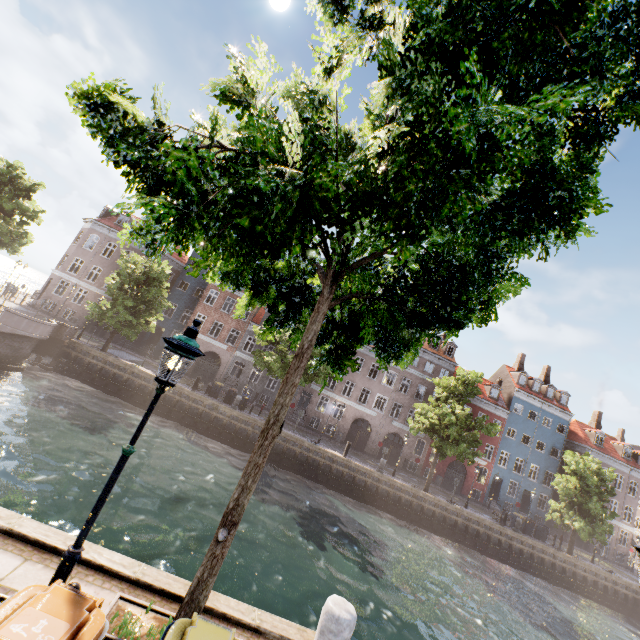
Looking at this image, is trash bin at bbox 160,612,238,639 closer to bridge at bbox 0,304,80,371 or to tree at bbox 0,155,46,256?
tree at bbox 0,155,46,256

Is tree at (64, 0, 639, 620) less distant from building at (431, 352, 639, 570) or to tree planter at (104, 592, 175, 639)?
tree planter at (104, 592, 175, 639)

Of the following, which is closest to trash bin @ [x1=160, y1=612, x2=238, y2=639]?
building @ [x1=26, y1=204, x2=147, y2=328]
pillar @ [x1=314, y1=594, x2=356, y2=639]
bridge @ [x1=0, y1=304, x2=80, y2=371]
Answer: pillar @ [x1=314, y1=594, x2=356, y2=639]

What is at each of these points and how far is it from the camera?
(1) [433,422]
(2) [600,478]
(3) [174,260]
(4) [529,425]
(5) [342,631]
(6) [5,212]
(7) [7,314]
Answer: (1) tree, 25.8m
(2) tree, 28.8m
(3) building, 36.3m
(4) building, 38.2m
(5) pillar, 4.4m
(6) tree, 24.3m
(7) bridge, 18.7m

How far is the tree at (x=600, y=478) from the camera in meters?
26.3

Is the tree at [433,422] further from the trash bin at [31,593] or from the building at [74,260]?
the building at [74,260]

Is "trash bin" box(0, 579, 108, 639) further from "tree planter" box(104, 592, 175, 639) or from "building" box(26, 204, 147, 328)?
"building" box(26, 204, 147, 328)

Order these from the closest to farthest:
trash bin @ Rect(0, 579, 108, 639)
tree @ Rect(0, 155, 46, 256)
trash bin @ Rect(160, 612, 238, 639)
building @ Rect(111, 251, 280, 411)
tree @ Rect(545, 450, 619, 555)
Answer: trash bin @ Rect(0, 579, 108, 639), trash bin @ Rect(160, 612, 238, 639), tree @ Rect(0, 155, 46, 256), tree @ Rect(545, 450, 619, 555), building @ Rect(111, 251, 280, 411)
